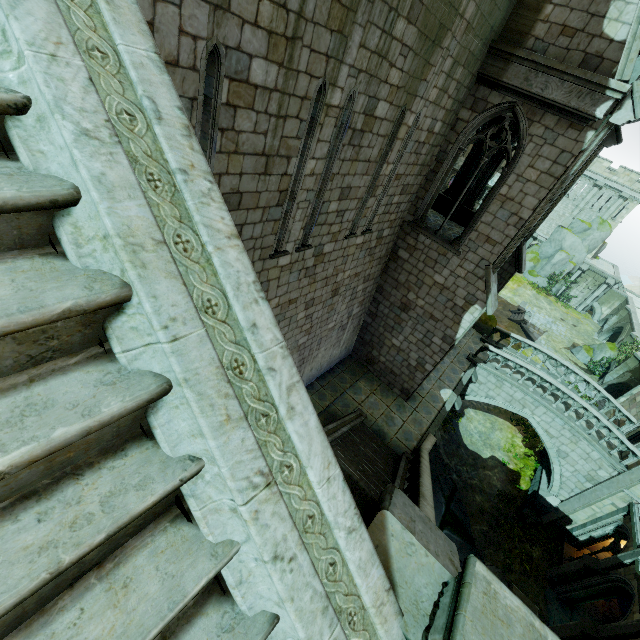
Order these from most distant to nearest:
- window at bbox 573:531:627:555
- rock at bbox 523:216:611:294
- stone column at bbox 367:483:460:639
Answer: rock at bbox 523:216:611:294, window at bbox 573:531:627:555, stone column at bbox 367:483:460:639

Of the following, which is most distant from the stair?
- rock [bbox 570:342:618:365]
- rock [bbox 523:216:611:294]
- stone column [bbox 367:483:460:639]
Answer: rock [bbox 523:216:611:294]

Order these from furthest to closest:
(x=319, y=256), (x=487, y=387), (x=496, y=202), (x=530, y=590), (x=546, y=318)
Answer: (x=546, y=318) → (x=487, y=387) → (x=530, y=590) → (x=496, y=202) → (x=319, y=256)

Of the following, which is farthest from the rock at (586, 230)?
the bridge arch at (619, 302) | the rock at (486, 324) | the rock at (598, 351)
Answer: the rock at (486, 324)

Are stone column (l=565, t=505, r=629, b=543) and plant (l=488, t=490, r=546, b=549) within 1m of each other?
no

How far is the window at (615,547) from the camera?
16.2m

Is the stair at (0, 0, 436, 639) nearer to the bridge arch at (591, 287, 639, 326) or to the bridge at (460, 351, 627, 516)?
the bridge at (460, 351, 627, 516)

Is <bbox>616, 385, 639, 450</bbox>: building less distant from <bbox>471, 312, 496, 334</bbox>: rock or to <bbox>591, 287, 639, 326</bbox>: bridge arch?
<bbox>471, 312, 496, 334</bbox>: rock
